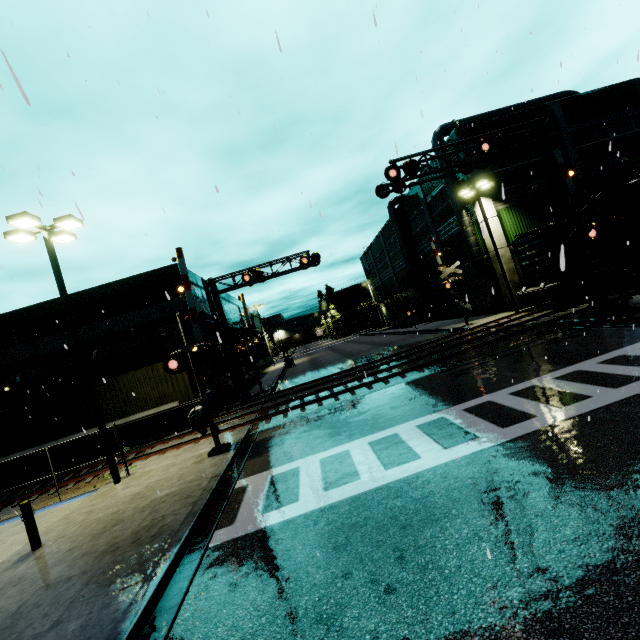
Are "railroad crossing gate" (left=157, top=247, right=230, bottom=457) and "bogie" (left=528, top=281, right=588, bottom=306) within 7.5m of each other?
no

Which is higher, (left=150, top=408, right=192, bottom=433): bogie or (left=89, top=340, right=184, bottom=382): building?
(left=89, top=340, right=184, bottom=382): building

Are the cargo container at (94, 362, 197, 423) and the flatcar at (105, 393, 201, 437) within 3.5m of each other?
yes

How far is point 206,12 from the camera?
6.23m

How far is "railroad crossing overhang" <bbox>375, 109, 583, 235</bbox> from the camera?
13.3 meters

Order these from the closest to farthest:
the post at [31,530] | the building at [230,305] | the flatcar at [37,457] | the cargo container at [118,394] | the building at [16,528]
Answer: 1. the post at [31,530]
2. the building at [16,528]
3. the flatcar at [37,457]
4. the cargo container at [118,394]
5. the building at [230,305]

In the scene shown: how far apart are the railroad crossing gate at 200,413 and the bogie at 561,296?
19.95m

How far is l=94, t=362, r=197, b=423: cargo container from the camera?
18.1m
